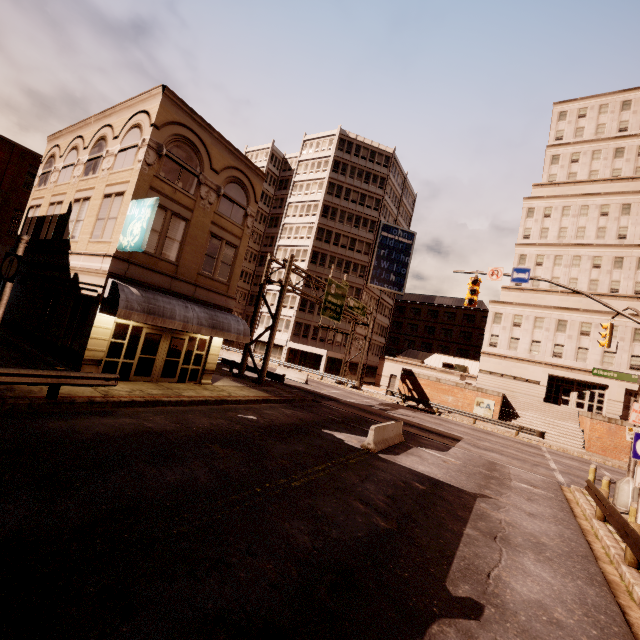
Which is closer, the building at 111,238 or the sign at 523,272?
the building at 111,238

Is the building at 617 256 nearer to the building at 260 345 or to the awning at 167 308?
the building at 260 345

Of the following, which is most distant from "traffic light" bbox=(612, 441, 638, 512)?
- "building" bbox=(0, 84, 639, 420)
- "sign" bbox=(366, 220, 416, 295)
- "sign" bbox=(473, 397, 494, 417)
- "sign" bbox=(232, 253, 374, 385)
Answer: "sign" bbox=(366, 220, 416, 295)

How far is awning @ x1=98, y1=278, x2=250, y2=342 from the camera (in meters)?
13.09

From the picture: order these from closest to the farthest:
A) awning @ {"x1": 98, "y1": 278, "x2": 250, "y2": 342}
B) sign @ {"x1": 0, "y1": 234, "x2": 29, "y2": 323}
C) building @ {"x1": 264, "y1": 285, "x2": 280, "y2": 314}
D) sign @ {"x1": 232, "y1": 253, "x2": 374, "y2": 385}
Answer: sign @ {"x1": 0, "y1": 234, "x2": 29, "y2": 323} → awning @ {"x1": 98, "y1": 278, "x2": 250, "y2": 342} → sign @ {"x1": 232, "y1": 253, "x2": 374, "y2": 385} → building @ {"x1": 264, "y1": 285, "x2": 280, "y2": 314}

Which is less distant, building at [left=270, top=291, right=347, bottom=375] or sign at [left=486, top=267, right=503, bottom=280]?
sign at [left=486, top=267, right=503, bottom=280]

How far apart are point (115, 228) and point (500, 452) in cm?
2427

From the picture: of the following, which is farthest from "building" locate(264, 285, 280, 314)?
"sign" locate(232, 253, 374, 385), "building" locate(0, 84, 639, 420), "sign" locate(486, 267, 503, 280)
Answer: "sign" locate(486, 267, 503, 280)
